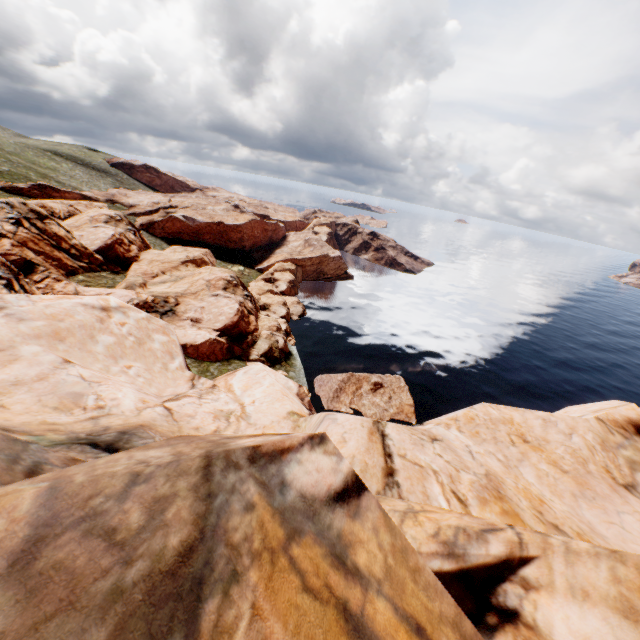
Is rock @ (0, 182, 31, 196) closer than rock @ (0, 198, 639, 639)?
No

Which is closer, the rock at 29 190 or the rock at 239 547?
the rock at 239 547

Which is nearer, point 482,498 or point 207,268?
point 482,498
